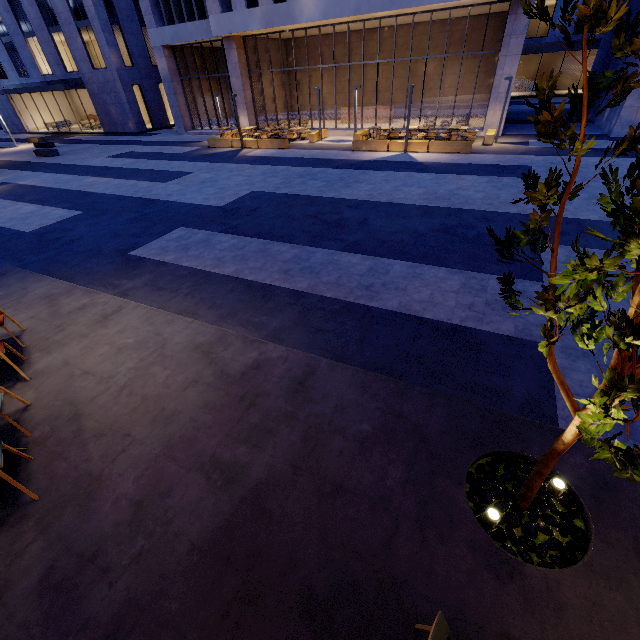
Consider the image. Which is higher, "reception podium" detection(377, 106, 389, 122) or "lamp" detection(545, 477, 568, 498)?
"reception podium" detection(377, 106, 389, 122)

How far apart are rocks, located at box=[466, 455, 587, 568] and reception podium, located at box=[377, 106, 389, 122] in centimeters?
2726cm

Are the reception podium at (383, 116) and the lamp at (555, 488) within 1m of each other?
no

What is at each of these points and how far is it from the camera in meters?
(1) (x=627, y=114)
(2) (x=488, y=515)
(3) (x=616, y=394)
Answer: (1) building, 16.2
(2) lamp, 2.8
(3) tree, 1.4

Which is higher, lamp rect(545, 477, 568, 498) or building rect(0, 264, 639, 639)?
lamp rect(545, 477, 568, 498)

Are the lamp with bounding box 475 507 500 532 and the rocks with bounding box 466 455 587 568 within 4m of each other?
yes

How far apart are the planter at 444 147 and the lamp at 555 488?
16.9m

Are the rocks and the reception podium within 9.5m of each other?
no
